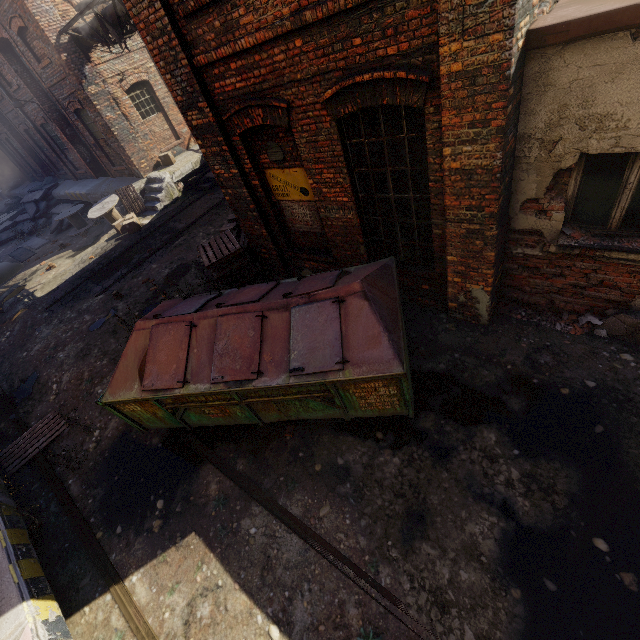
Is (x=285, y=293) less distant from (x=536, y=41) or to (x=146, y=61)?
(x=536, y=41)

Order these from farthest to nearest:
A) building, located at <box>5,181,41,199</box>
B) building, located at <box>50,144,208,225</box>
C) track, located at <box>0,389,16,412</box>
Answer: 1. building, located at <box>5,181,41,199</box>
2. building, located at <box>50,144,208,225</box>
3. track, located at <box>0,389,16,412</box>

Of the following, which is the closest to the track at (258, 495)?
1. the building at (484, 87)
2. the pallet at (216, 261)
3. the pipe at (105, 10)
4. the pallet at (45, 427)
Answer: the pallet at (45, 427)

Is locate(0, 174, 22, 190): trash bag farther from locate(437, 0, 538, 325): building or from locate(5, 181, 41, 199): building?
locate(437, 0, 538, 325): building

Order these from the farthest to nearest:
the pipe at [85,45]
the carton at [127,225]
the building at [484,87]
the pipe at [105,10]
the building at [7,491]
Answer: the carton at [127,225] → the pipe at [85,45] → the pipe at [105,10] → the building at [7,491] → the building at [484,87]

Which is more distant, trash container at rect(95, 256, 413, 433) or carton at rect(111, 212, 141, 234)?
carton at rect(111, 212, 141, 234)

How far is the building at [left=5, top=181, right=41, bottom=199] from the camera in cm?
2424
